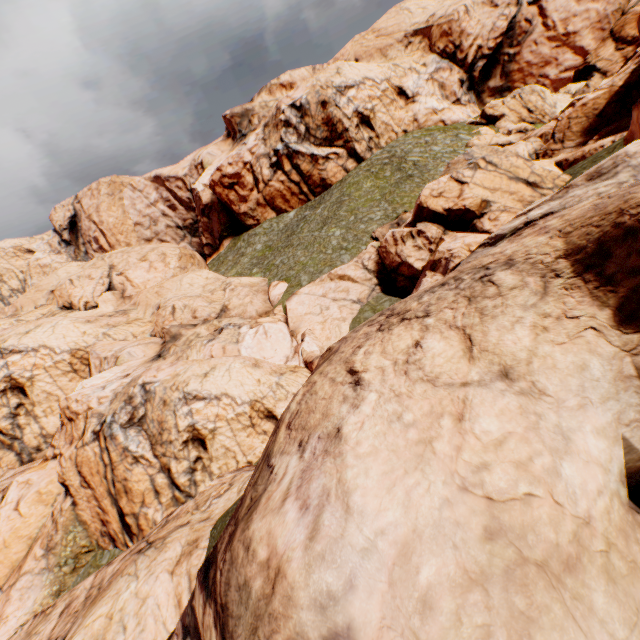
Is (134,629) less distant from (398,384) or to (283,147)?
(398,384)
